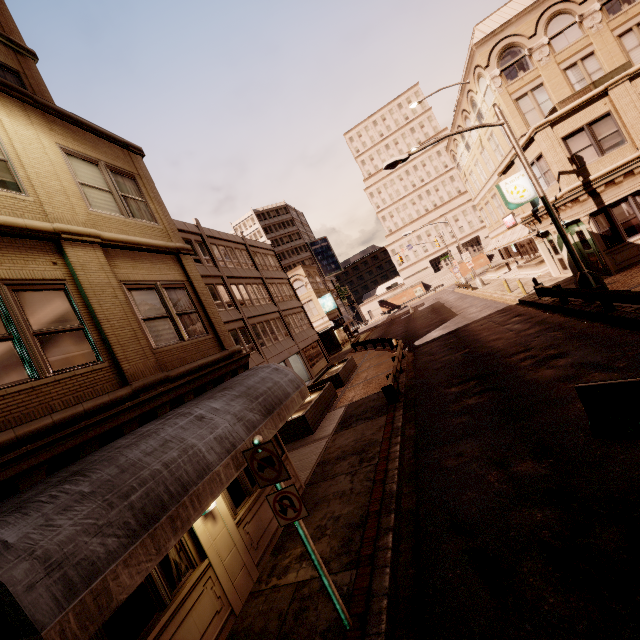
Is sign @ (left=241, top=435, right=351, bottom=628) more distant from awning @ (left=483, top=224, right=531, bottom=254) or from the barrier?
awning @ (left=483, top=224, right=531, bottom=254)

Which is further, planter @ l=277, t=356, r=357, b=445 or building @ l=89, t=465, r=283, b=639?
planter @ l=277, t=356, r=357, b=445

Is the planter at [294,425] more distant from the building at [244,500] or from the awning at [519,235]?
the awning at [519,235]

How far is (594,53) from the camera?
23.06m

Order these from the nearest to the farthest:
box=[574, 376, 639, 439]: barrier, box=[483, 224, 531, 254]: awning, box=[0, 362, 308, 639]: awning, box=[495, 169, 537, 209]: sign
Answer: box=[0, 362, 308, 639]: awning
box=[574, 376, 639, 439]: barrier
box=[495, 169, 537, 209]: sign
box=[483, 224, 531, 254]: awning

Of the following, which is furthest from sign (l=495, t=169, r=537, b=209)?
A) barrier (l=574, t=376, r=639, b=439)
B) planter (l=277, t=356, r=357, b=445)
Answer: barrier (l=574, t=376, r=639, b=439)

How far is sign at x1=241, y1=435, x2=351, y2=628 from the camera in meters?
4.7

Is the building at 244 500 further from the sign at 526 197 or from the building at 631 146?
the sign at 526 197
